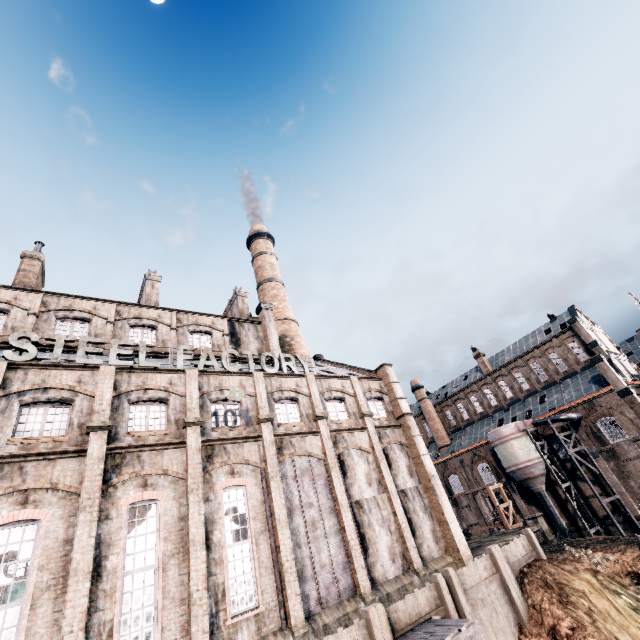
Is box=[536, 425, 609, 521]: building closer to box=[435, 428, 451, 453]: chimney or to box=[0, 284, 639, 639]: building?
box=[435, 428, 451, 453]: chimney

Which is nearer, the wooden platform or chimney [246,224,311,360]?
the wooden platform

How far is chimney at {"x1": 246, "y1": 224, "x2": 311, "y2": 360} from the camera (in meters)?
36.28

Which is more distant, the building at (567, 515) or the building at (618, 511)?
the building at (567, 515)

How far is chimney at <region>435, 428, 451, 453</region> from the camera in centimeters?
5809cm

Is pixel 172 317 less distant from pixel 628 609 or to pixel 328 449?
pixel 328 449

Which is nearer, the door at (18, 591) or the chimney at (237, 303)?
the door at (18, 591)

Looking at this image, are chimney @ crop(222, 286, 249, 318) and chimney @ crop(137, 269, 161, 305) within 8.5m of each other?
yes
